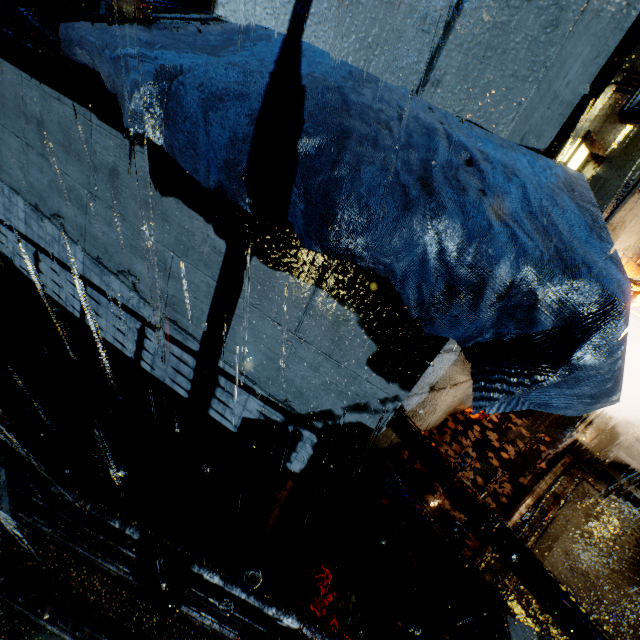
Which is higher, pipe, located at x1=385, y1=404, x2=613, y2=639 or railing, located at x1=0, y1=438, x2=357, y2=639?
railing, located at x1=0, y1=438, x2=357, y2=639

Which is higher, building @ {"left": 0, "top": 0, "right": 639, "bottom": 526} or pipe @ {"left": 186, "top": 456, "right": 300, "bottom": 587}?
building @ {"left": 0, "top": 0, "right": 639, "bottom": 526}

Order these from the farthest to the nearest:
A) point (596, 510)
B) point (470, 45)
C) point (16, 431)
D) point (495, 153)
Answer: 1. point (596, 510)
2. point (16, 431)
3. point (470, 45)
4. point (495, 153)

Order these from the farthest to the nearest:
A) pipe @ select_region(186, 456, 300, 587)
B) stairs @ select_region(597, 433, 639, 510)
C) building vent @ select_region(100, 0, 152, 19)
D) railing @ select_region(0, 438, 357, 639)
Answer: stairs @ select_region(597, 433, 639, 510), pipe @ select_region(186, 456, 300, 587), building vent @ select_region(100, 0, 152, 19), railing @ select_region(0, 438, 357, 639)

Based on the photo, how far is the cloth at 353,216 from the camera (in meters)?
Answer: 2.04

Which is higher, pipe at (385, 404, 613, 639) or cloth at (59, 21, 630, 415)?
cloth at (59, 21, 630, 415)

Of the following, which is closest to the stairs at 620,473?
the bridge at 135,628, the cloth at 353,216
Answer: the bridge at 135,628

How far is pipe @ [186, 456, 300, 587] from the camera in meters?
4.1
